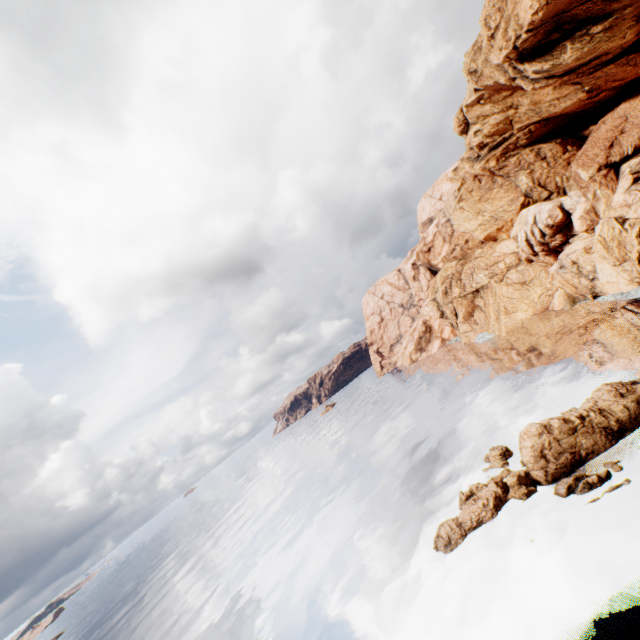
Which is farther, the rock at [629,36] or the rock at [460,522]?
the rock at [629,36]

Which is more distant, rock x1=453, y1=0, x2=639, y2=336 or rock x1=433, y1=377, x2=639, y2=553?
rock x1=453, y1=0, x2=639, y2=336

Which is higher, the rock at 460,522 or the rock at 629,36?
the rock at 629,36

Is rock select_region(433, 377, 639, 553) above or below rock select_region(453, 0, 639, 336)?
below

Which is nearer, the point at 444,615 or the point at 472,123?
the point at 444,615
